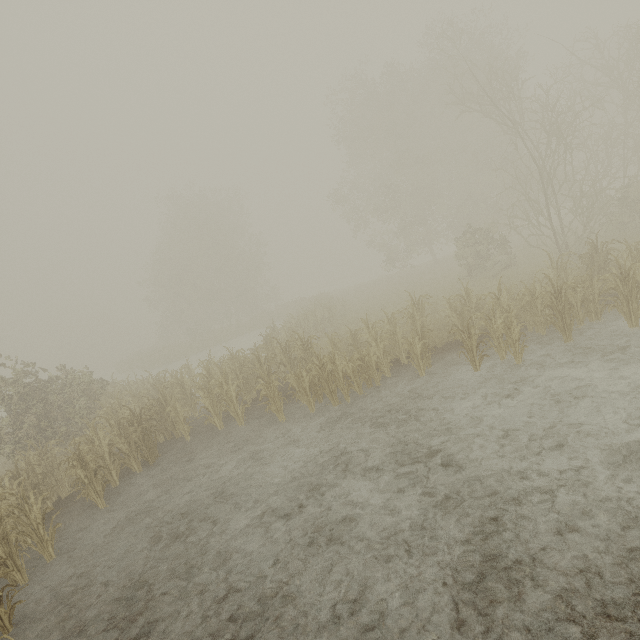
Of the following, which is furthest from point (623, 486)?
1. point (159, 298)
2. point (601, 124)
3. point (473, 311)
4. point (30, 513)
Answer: point (159, 298)
